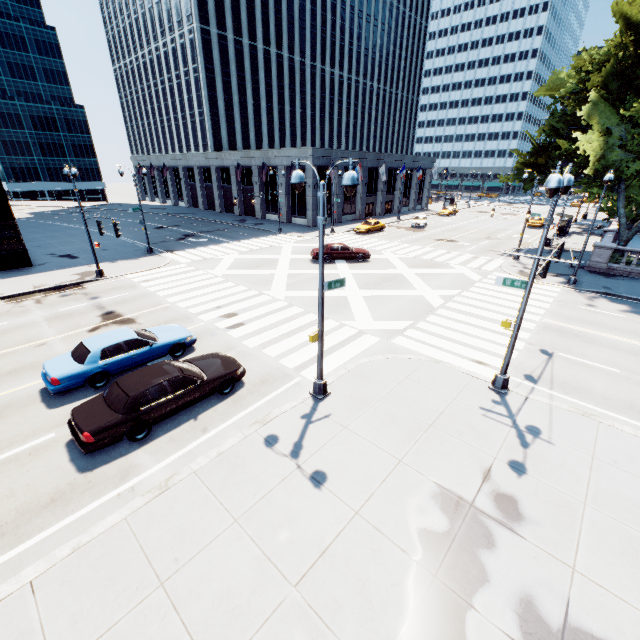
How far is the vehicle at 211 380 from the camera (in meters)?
8.80

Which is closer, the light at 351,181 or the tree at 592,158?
the light at 351,181

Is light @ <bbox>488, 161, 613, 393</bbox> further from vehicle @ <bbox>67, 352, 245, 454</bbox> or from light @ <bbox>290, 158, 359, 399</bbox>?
vehicle @ <bbox>67, 352, 245, 454</bbox>

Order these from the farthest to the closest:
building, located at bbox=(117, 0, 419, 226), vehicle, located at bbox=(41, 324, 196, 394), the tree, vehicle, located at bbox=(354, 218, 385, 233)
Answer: building, located at bbox=(117, 0, 419, 226) < vehicle, located at bbox=(354, 218, 385, 233) < the tree < vehicle, located at bbox=(41, 324, 196, 394)

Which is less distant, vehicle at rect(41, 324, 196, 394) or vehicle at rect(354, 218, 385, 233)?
vehicle at rect(41, 324, 196, 394)

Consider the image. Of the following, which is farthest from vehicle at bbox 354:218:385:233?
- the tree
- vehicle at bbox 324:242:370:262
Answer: the tree

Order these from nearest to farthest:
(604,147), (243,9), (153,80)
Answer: (604,147) → (243,9) → (153,80)

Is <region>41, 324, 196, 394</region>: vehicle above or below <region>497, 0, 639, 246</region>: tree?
below
